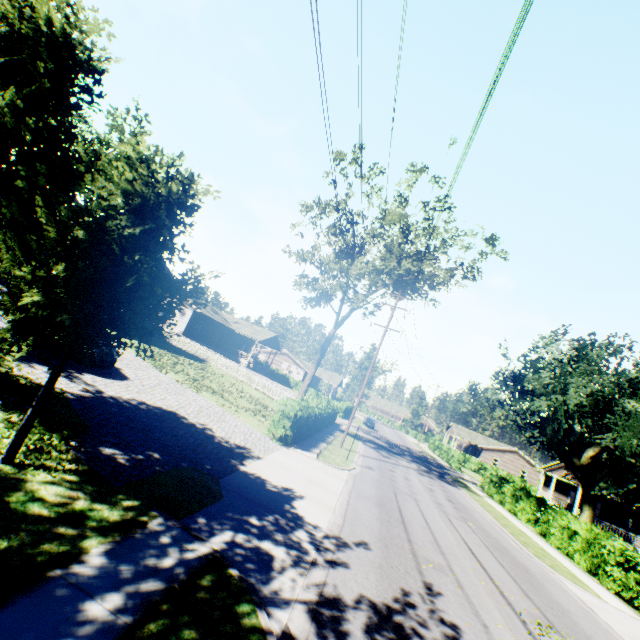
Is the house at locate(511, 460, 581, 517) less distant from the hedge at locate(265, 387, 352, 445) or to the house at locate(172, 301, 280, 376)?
the hedge at locate(265, 387, 352, 445)

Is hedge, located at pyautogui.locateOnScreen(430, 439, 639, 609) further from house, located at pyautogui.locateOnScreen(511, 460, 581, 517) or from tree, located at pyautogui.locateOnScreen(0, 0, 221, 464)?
house, located at pyautogui.locateOnScreen(511, 460, 581, 517)

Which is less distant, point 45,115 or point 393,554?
point 45,115

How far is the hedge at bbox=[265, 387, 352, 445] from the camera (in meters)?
15.73

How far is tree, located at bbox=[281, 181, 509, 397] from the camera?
23.0m

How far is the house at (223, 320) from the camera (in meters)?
38.66

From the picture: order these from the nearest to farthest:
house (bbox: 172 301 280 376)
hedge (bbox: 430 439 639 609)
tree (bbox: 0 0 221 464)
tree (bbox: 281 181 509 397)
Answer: tree (bbox: 0 0 221 464) → hedge (bbox: 430 439 639 609) → tree (bbox: 281 181 509 397) → house (bbox: 172 301 280 376)

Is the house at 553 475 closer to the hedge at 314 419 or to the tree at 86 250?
the hedge at 314 419
